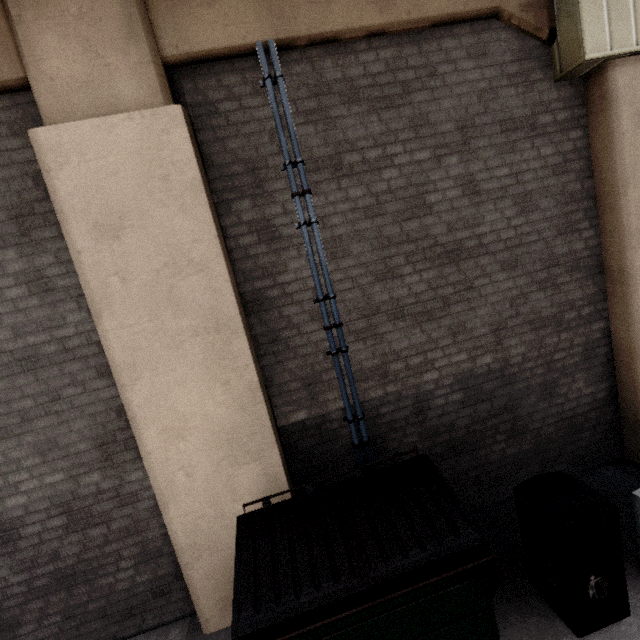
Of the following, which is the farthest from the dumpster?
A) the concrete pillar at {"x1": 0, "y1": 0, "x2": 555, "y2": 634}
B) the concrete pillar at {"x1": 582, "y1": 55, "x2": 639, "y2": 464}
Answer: the concrete pillar at {"x1": 582, "y1": 55, "x2": 639, "y2": 464}

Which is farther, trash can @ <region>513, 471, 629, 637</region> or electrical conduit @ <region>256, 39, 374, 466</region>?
electrical conduit @ <region>256, 39, 374, 466</region>

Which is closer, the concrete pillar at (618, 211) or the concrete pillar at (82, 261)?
the concrete pillar at (82, 261)

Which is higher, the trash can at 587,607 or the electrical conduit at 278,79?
the electrical conduit at 278,79

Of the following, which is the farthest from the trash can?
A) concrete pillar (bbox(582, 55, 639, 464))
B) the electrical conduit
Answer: concrete pillar (bbox(582, 55, 639, 464))

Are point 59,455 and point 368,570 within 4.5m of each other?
yes

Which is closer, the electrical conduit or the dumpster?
the dumpster

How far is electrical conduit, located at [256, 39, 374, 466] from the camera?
3.3m
